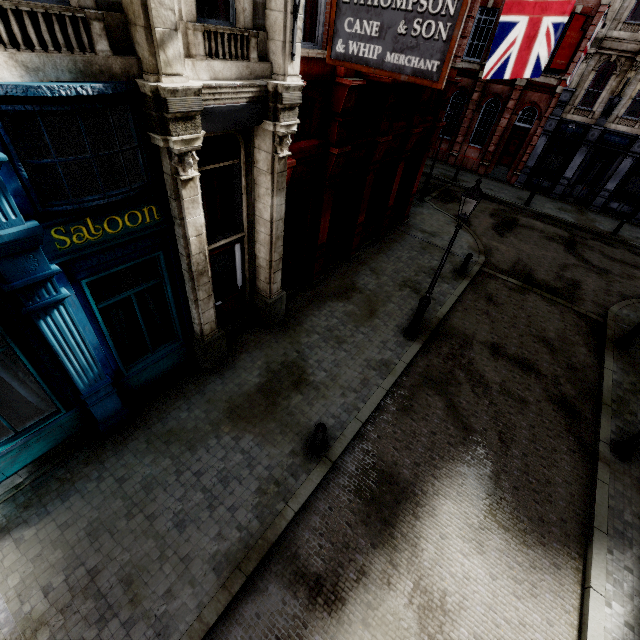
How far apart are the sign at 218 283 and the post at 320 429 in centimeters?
431cm

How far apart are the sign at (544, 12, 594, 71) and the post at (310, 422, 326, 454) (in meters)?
25.64

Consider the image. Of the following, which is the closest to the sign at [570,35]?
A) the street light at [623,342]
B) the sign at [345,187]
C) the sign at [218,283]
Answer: the street light at [623,342]

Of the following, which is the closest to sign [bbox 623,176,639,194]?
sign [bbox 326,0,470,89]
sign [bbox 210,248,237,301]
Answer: sign [bbox 326,0,470,89]

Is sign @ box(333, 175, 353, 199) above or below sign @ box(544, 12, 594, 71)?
below

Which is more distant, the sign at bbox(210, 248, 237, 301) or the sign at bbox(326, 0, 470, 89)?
the sign at bbox(210, 248, 237, 301)

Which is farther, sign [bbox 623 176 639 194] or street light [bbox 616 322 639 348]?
sign [bbox 623 176 639 194]

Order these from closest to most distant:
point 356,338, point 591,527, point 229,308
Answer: point 591,527 → point 229,308 → point 356,338
